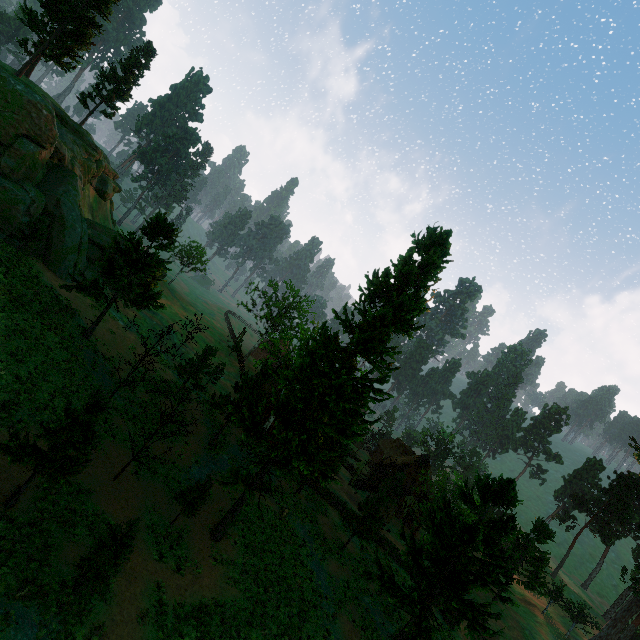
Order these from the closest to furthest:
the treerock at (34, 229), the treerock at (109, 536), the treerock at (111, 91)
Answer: the treerock at (109, 536) < the treerock at (34, 229) < the treerock at (111, 91)

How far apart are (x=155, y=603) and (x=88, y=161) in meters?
45.9 m

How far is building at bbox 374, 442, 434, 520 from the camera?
43.0m

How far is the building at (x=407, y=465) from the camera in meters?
43.0

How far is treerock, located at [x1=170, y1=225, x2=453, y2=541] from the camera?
18.50m

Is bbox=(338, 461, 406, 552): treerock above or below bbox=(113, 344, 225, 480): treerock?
below

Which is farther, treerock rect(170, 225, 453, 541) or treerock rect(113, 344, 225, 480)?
treerock rect(113, 344, 225, 480)

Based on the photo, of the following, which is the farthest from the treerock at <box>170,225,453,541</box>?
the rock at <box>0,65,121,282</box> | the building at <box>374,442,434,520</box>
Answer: the rock at <box>0,65,121,282</box>
